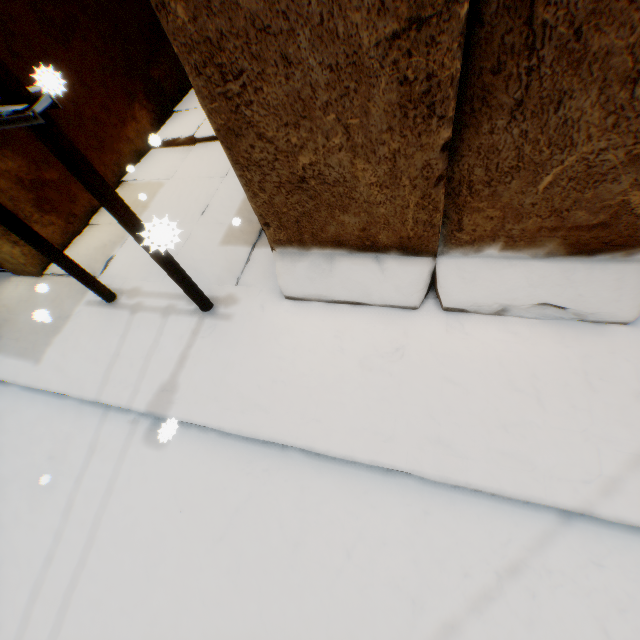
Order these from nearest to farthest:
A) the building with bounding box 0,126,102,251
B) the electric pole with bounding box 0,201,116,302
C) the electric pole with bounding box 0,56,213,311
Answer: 1. the electric pole with bounding box 0,56,213,311
2. the electric pole with bounding box 0,201,116,302
3. the building with bounding box 0,126,102,251

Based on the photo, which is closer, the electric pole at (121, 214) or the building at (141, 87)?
the electric pole at (121, 214)

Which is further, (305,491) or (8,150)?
(8,150)

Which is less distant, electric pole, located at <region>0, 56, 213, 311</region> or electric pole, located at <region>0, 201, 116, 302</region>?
electric pole, located at <region>0, 56, 213, 311</region>

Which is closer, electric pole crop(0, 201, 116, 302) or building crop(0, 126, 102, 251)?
electric pole crop(0, 201, 116, 302)

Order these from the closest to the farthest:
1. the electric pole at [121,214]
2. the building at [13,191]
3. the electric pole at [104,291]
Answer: the electric pole at [121,214] → the electric pole at [104,291] → the building at [13,191]

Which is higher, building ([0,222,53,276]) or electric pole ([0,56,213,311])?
electric pole ([0,56,213,311])
